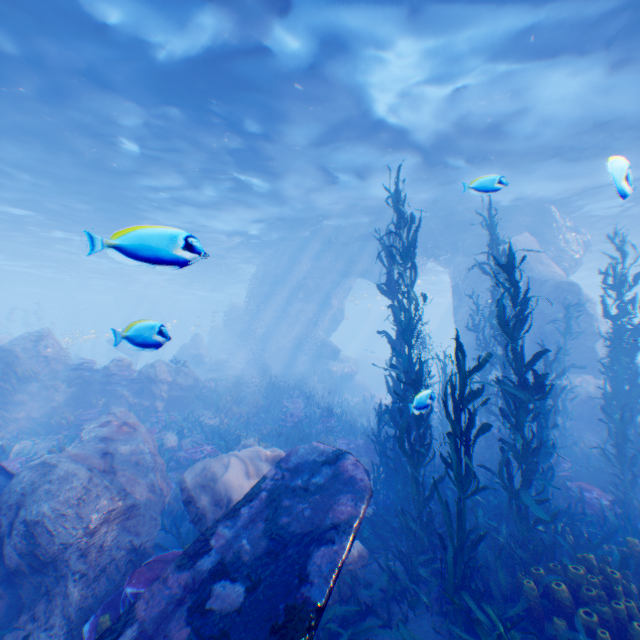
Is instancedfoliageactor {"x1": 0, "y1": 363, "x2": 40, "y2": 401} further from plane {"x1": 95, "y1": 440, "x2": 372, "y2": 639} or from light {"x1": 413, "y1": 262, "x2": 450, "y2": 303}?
light {"x1": 413, "y1": 262, "x2": 450, "y2": 303}

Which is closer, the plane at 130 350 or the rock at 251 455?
the plane at 130 350

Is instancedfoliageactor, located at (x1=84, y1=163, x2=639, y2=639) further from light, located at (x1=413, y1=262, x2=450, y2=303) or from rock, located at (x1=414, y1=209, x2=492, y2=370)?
light, located at (x1=413, y1=262, x2=450, y2=303)

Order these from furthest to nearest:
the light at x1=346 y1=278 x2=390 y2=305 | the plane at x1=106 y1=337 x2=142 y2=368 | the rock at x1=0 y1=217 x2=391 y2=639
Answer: the light at x1=346 y1=278 x2=390 y2=305 → the rock at x1=0 y1=217 x2=391 y2=639 → the plane at x1=106 y1=337 x2=142 y2=368

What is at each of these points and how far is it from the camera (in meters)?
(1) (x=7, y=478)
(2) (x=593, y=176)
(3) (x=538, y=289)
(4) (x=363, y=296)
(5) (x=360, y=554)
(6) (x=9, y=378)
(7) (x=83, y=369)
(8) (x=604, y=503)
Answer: (1) eel, 6.58
(2) light, 15.38
(3) rock, 14.80
(4) light, 37.22
(5) rock, 5.96
(6) instancedfoliageactor, 12.71
(7) instancedfoliageactor, 13.44
(8) instancedfoliageactor, 7.00

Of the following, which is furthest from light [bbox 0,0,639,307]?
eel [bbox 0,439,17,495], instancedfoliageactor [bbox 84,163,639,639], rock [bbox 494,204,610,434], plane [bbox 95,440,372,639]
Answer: eel [bbox 0,439,17,495]

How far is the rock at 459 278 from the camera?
18.09m
